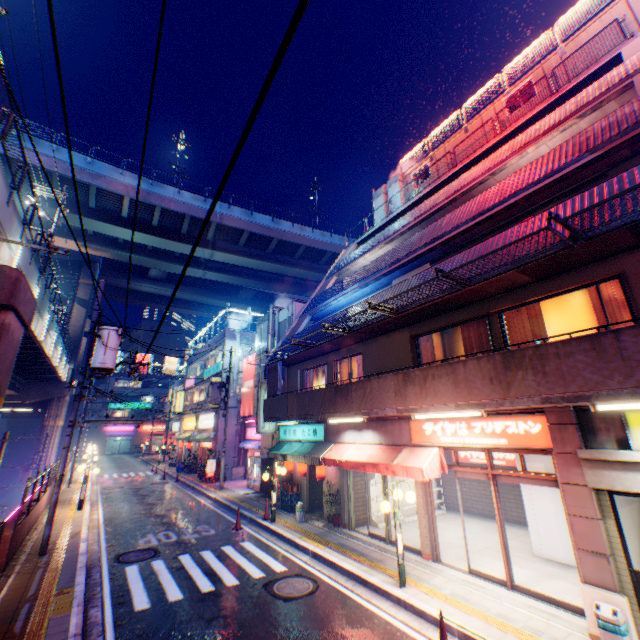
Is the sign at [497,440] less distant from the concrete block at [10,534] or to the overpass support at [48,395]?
the overpass support at [48,395]

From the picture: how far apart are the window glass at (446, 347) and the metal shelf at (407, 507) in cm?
516

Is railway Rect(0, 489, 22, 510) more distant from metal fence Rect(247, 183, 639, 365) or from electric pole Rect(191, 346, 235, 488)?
electric pole Rect(191, 346, 235, 488)

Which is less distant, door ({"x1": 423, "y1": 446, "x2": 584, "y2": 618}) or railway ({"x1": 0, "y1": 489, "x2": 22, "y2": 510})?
door ({"x1": 423, "y1": 446, "x2": 584, "y2": 618})

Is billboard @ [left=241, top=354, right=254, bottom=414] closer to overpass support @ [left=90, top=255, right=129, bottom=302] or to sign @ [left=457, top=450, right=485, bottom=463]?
overpass support @ [left=90, top=255, right=129, bottom=302]

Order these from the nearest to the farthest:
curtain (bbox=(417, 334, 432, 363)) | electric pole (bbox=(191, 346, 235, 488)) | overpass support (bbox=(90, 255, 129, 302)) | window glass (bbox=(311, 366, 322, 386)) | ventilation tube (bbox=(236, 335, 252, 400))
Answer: curtain (bbox=(417, 334, 432, 363))
window glass (bbox=(311, 366, 322, 386))
electric pole (bbox=(191, 346, 235, 488))
ventilation tube (bbox=(236, 335, 252, 400))
overpass support (bbox=(90, 255, 129, 302))

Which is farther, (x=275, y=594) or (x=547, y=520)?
(x=547, y=520)

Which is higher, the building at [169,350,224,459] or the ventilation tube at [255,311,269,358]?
the ventilation tube at [255,311,269,358]
